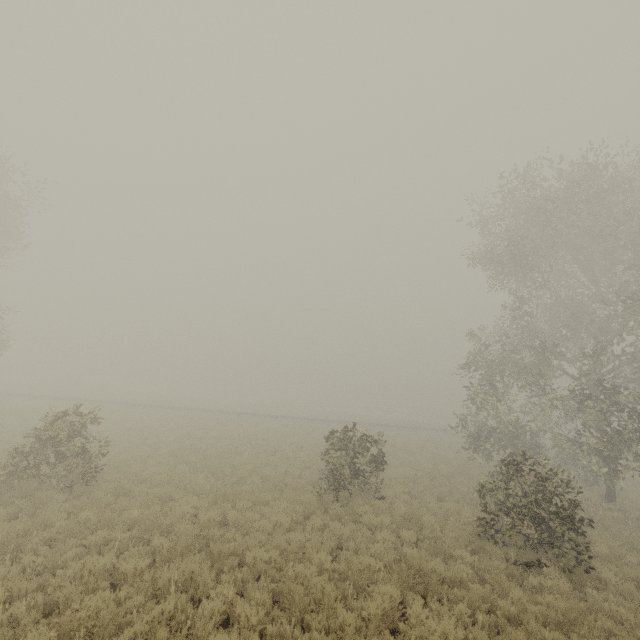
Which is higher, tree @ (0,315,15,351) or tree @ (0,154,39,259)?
tree @ (0,154,39,259)

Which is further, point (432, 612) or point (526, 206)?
point (526, 206)

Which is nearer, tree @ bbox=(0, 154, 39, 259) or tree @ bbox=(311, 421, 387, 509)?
tree @ bbox=(311, 421, 387, 509)

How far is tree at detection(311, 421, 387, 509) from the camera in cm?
1259

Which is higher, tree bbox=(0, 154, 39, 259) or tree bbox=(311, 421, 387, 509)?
tree bbox=(0, 154, 39, 259)

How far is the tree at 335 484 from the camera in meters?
12.6 m

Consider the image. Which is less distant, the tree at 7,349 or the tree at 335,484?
the tree at 335,484
